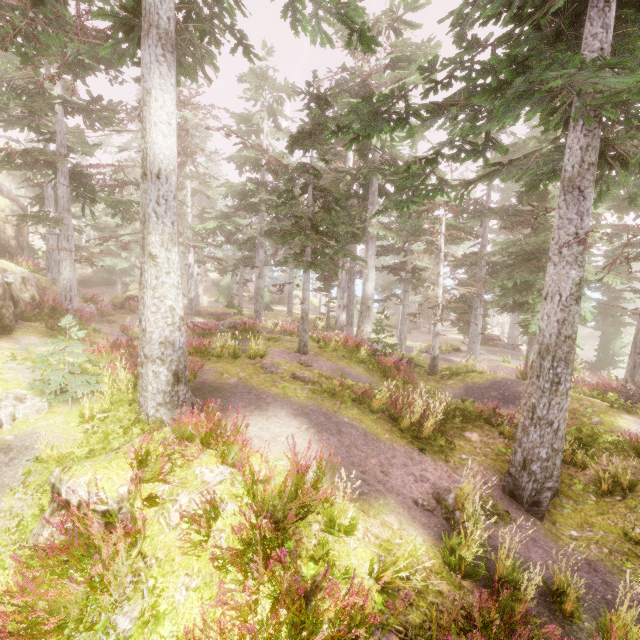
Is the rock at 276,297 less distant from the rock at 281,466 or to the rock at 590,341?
the rock at 590,341

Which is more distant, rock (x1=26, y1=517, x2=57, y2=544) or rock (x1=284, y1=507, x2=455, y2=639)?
rock (x1=26, y1=517, x2=57, y2=544)

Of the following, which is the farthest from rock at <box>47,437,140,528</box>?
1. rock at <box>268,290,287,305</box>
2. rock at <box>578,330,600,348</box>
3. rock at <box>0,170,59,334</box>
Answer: A: rock at <box>578,330,600,348</box>

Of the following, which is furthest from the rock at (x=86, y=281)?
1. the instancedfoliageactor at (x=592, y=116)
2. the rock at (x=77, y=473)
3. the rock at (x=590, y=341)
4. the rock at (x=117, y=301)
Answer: the rock at (x=590, y=341)

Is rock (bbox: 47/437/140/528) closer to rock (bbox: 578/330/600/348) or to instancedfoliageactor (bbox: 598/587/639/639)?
instancedfoliageactor (bbox: 598/587/639/639)

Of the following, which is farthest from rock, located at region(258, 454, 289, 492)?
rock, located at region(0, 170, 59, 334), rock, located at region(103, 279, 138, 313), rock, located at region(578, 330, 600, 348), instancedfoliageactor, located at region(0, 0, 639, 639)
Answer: rock, located at region(578, 330, 600, 348)

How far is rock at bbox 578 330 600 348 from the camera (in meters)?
51.03

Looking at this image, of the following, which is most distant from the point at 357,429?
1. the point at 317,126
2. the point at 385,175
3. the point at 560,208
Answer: the point at 385,175
